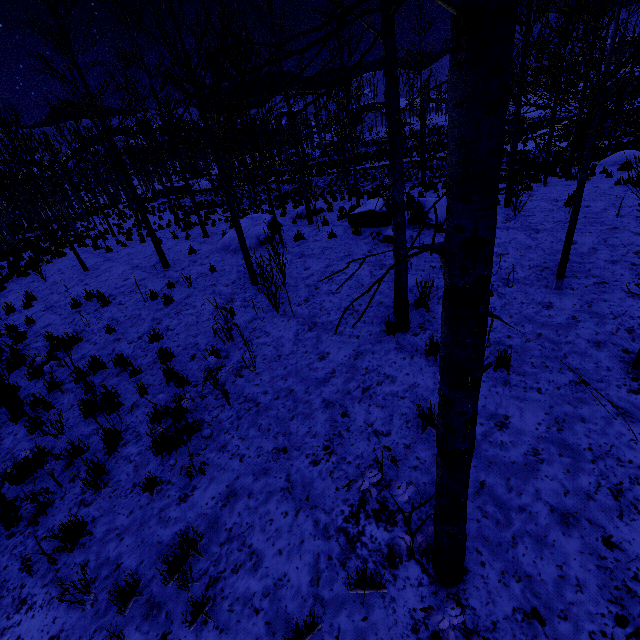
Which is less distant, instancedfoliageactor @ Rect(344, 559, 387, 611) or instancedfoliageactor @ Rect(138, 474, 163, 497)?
instancedfoliageactor @ Rect(344, 559, 387, 611)

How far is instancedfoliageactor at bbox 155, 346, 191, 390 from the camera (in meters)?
6.01

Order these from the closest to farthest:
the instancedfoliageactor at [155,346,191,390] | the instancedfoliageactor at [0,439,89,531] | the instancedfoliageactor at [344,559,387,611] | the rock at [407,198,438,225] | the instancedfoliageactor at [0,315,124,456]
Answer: the instancedfoliageactor at [344,559,387,611], the instancedfoliageactor at [0,439,89,531], the instancedfoliageactor at [0,315,124,456], the instancedfoliageactor at [155,346,191,390], the rock at [407,198,438,225]

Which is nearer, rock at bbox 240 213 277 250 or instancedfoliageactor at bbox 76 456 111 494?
instancedfoliageactor at bbox 76 456 111 494

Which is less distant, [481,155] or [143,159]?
[481,155]

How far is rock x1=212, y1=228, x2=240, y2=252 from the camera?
12.31m

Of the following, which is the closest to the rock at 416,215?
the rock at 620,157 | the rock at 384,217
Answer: the rock at 384,217

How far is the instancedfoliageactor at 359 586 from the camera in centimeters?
284cm
